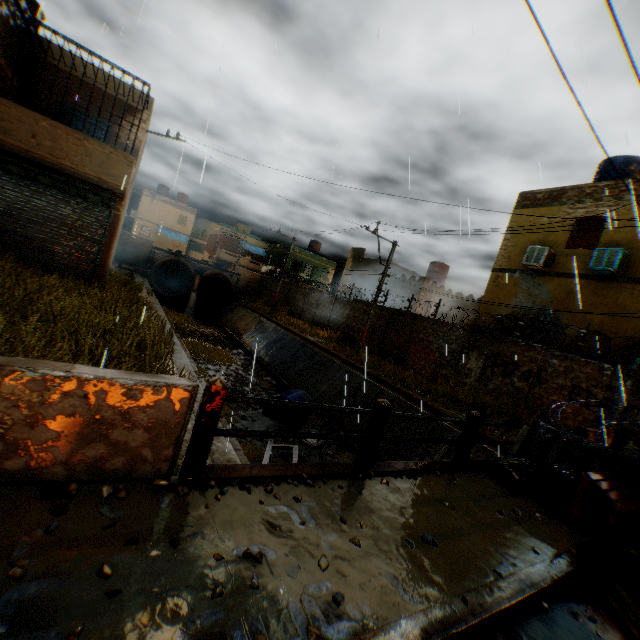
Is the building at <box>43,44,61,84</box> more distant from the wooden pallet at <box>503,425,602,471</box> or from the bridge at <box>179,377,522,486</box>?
the wooden pallet at <box>503,425,602,471</box>

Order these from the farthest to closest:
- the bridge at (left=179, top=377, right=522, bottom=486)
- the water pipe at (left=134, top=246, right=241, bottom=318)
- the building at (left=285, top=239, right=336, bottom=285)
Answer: the building at (left=285, top=239, right=336, bottom=285)
the water pipe at (left=134, top=246, right=241, bottom=318)
the bridge at (left=179, top=377, right=522, bottom=486)

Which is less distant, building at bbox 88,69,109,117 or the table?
the table

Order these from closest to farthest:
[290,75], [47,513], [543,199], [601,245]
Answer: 1. [47,513]
2. [290,75]
3. [601,245]
4. [543,199]

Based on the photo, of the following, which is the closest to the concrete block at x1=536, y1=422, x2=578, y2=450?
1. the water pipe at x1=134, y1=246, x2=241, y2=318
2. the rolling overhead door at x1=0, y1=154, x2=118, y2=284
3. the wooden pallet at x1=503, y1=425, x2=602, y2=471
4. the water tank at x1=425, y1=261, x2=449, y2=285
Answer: the wooden pallet at x1=503, y1=425, x2=602, y2=471

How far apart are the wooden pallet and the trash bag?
0.04m

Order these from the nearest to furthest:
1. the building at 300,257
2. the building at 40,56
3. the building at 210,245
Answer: the building at 40,56
the building at 300,257
the building at 210,245

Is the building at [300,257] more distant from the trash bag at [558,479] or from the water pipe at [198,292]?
the trash bag at [558,479]
